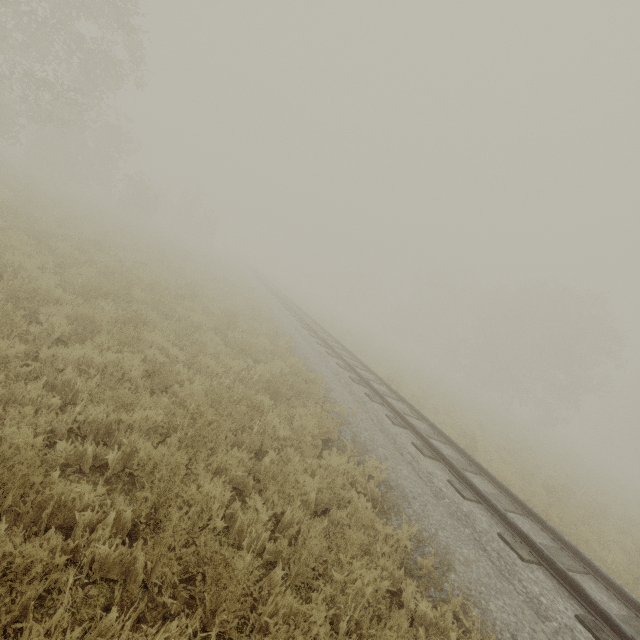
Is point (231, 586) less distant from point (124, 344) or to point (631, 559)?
point (124, 344)
